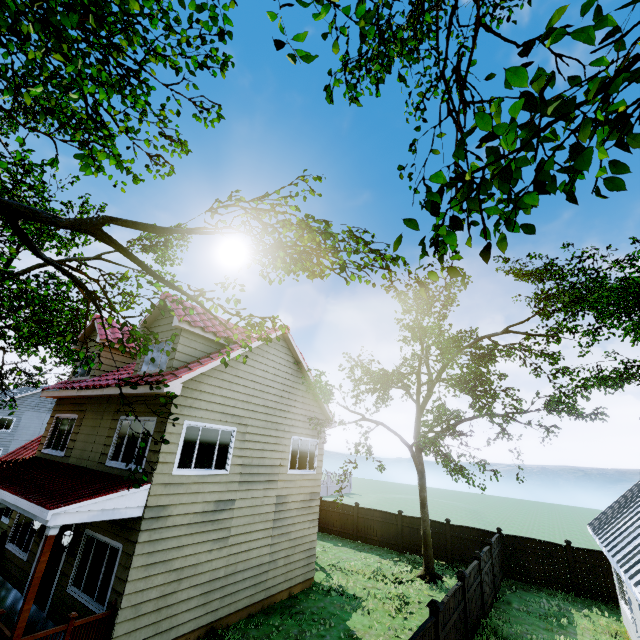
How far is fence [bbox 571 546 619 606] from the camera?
13.7 meters

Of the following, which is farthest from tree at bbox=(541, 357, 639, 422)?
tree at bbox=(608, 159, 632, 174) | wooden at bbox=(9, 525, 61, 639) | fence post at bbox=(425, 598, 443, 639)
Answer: fence post at bbox=(425, 598, 443, 639)

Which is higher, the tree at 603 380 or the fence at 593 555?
the tree at 603 380

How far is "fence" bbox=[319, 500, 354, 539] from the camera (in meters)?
20.36

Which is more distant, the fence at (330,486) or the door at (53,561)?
the fence at (330,486)

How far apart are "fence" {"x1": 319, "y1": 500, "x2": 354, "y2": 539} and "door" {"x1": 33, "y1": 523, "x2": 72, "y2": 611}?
15.6 meters

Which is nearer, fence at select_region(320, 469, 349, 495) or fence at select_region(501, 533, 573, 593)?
fence at select_region(501, 533, 573, 593)

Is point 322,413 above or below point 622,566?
above
